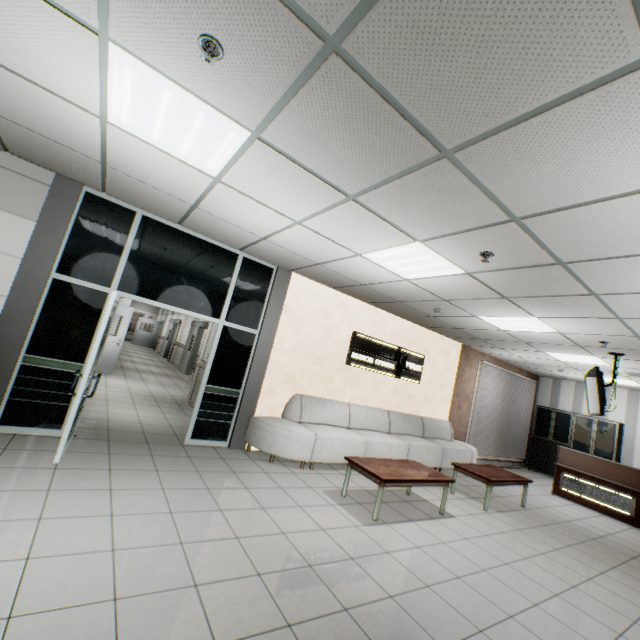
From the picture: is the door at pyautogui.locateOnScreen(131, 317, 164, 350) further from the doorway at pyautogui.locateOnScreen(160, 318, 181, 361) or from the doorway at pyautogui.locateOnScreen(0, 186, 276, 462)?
the doorway at pyautogui.locateOnScreen(0, 186, 276, 462)

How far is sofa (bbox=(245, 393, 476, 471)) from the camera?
5.2m

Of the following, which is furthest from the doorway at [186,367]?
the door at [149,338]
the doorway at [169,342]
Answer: the door at [149,338]

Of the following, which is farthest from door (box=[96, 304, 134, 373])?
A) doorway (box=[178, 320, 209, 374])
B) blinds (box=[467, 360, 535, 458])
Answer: blinds (box=[467, 360, 535, 458])

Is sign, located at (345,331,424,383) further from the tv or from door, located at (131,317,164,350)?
door, located at (131,317,164,350)

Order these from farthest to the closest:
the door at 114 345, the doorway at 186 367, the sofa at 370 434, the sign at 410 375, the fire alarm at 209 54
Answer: the doorway at 186 367
the door at 114 345
the sign at 410 375
the sofa at 370 434
the fire alarm at 209 54

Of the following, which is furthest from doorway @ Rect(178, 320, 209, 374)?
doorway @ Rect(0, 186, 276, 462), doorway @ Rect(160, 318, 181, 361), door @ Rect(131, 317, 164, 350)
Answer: door @ Rect(131, 317, 164, 350)

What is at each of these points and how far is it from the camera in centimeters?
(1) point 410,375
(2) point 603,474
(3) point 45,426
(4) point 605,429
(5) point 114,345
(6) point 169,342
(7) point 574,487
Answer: (1) sign, 791cm
(2) desk, 737cm
(3) doorway, 416cm
(4) cabinet, 967cm
(5) door, 929cm
(6) doorway, 1891cm
(7) sign, 770cm
